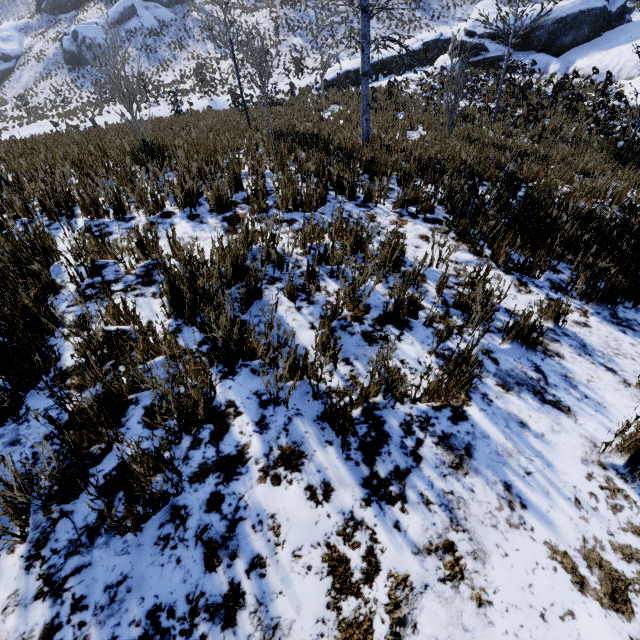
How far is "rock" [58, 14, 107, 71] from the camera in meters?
37.8 m

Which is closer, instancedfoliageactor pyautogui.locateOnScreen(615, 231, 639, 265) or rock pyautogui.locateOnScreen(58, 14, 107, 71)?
instancedfoliageactor pyautogui.locateOnScreen(615, 231, 639, 265)

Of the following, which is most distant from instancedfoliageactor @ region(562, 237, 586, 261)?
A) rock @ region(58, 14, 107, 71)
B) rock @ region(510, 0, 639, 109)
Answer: rock @ region(58, 14, 107, 71)

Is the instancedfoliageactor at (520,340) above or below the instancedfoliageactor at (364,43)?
below

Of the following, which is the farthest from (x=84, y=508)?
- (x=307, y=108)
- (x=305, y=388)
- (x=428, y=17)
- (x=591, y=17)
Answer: (x=428, y=17)

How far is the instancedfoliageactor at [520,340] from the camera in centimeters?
251cm

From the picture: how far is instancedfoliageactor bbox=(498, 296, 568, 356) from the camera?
2.51m

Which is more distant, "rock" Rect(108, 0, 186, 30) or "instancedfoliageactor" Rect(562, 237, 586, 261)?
"rock" Rect(108, 0, 186, 30)
